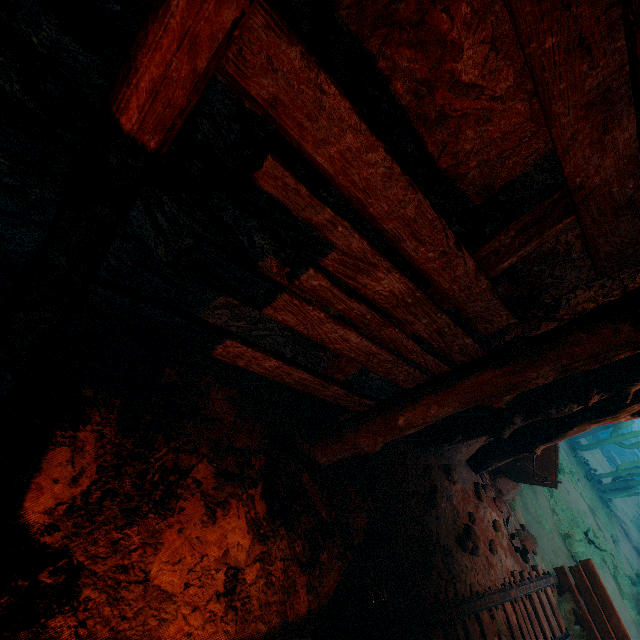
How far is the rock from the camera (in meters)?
6.54

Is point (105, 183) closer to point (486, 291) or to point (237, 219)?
point (237, 219)

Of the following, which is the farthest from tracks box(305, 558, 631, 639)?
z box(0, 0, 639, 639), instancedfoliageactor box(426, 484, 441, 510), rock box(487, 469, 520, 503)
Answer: rock box(487, 469, 520, 503)

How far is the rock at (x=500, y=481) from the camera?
6.5m

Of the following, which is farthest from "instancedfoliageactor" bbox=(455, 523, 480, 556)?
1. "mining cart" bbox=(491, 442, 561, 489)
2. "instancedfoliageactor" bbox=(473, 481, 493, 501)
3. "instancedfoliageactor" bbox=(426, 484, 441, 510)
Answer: "mining cart" bbox=(491, 442, 561, 489)

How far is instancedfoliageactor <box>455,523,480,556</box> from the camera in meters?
4.3 m

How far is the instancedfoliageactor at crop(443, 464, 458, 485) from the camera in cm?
471

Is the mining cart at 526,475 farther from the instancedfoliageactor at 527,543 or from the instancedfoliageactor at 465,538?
the instancedfoliageactor at 465,538
